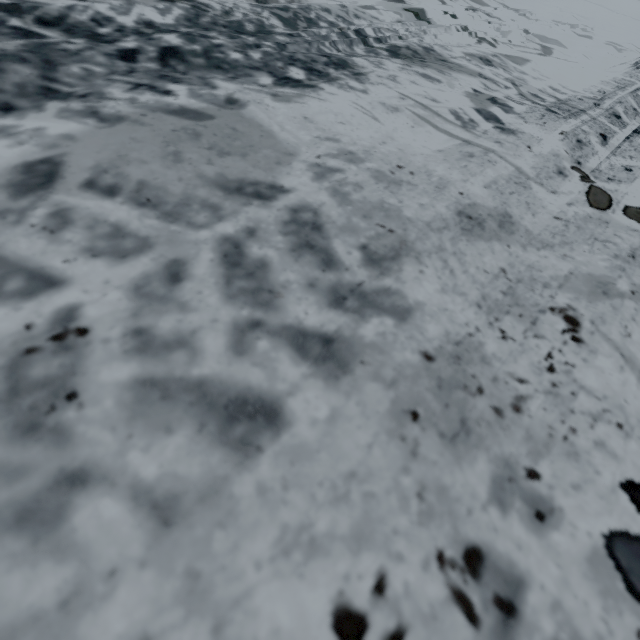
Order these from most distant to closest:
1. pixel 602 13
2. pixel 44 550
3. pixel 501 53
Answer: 1. pixel 602 13
2. pixel 501 53
3. pixel 44 550
